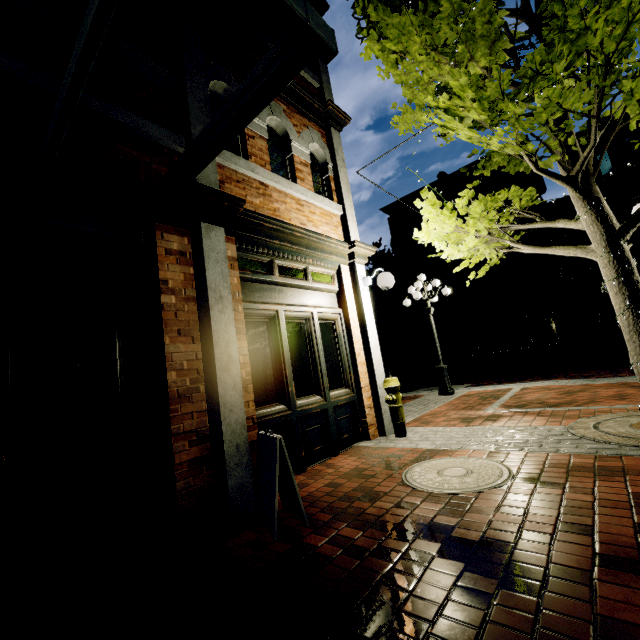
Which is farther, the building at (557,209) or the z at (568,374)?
the building at (557,209)

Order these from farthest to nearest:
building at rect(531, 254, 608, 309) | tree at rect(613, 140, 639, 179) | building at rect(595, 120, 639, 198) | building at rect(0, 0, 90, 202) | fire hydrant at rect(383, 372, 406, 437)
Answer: building at rect(531, 254, 608, 309), building at rect(595, 120, 639, 198), tree at rect(613, 140, 639, 179), fire hydrant at rect(383, 372, 406, 437), building at rect(0, 0, 90, 202)

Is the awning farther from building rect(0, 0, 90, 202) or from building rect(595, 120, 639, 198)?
building rect(595, 120, 639, 198)

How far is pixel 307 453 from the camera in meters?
4.4

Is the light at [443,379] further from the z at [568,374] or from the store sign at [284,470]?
the store sign at [284,470]

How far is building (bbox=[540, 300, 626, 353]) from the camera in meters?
19.7 m

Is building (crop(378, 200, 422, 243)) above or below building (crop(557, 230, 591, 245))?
above

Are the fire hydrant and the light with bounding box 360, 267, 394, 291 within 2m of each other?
yes
